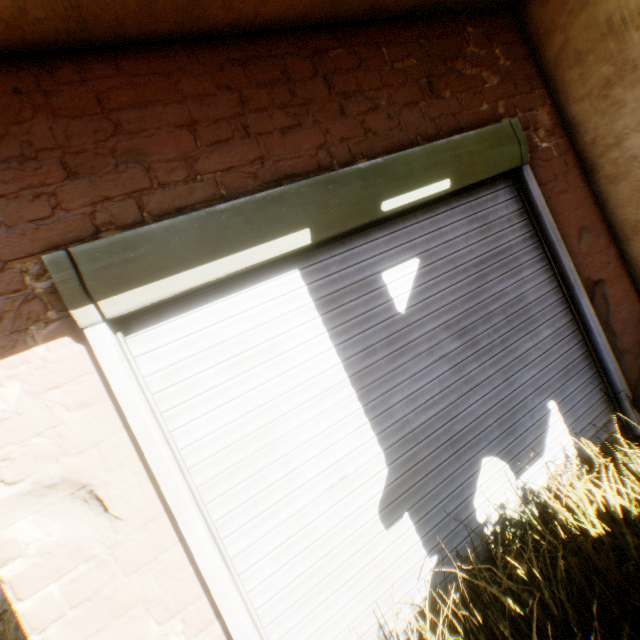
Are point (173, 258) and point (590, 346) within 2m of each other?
no
